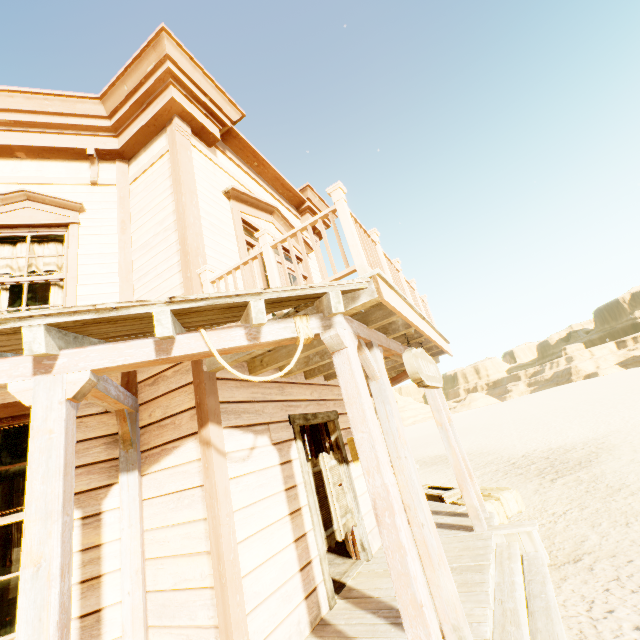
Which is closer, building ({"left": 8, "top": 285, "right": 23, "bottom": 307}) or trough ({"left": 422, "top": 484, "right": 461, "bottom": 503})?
building ({"left": 8, "top": 285, "right": 23, "bottom": 307})

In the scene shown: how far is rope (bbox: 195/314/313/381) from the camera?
2.4 meters

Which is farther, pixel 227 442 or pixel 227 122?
pixel 227 122

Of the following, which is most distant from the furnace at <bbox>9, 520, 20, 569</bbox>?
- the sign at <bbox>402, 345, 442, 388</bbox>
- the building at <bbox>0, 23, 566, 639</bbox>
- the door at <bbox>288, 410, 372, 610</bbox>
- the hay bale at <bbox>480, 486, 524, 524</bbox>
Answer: A: the hay bale at <bbox>480, 486, 524, 524</bbox>

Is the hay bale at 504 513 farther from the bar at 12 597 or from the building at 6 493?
the bar at 12 597

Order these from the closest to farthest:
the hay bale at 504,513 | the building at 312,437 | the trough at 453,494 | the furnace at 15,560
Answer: the furnace at 15,560, the hay bale at 504,513, the building at 312,437, the trough at 453,494

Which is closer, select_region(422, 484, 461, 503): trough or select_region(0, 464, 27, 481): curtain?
select_region(0, 464, 27, 481): curtain

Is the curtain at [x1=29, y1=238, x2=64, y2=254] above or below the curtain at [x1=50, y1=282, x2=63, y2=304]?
above
